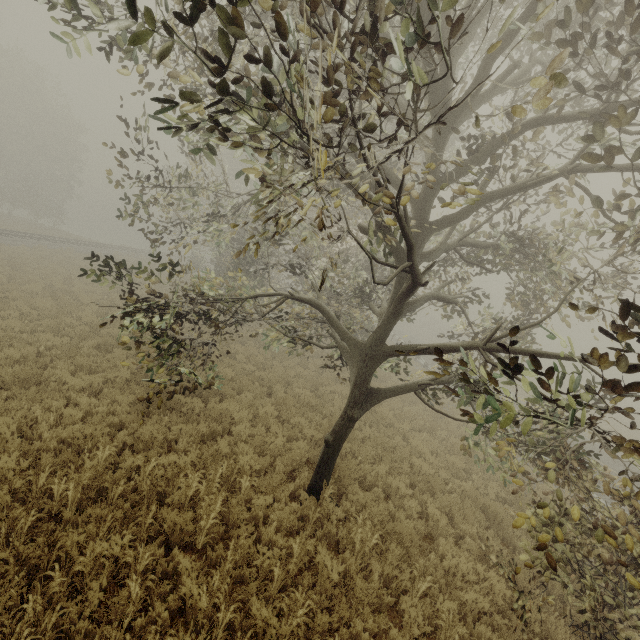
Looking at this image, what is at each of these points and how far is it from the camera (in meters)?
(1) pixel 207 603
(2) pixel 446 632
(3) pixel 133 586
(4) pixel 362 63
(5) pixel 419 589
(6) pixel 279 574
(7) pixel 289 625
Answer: (1) tree, 4.10
(2) tree, 4.66
(3) tree, 3.99
(4) tree, 2.56
(5) tree, 5.30
(6) tree, 4.74
(7) tree, 4.15

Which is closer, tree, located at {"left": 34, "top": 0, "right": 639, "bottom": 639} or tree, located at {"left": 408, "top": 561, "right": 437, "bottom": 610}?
tree, located at {"left": 34, "top": 0, "right": 639, "bottom": 639}

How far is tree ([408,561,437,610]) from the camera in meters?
5.1

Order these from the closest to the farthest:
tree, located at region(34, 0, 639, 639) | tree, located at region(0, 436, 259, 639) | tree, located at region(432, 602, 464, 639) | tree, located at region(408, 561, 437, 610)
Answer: tree, located at region(34, 0, 639, 639) < tree, located at region(0, 436, 259, 639) < tree, located at region(432, 602, 464, 639) < tree, located at region(408, 561, 437, 610)

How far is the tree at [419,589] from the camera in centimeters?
A: 511cm
